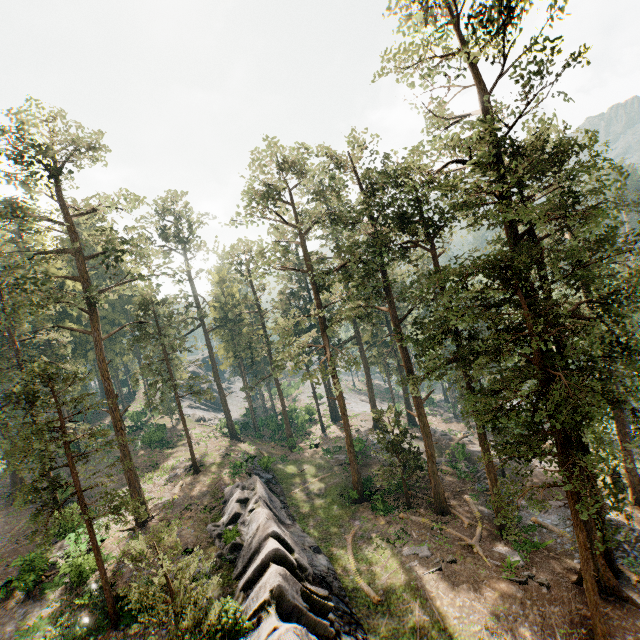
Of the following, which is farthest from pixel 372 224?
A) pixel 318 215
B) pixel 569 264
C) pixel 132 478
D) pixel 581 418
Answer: pixel 132 478

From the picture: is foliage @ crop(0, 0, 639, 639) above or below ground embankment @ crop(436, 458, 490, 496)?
above

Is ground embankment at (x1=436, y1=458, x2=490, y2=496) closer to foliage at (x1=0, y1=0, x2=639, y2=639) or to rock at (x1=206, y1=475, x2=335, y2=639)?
foliage at (x1=0, y1=0, x2=639, y2=639)

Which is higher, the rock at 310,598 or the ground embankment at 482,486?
the rock at 310,598

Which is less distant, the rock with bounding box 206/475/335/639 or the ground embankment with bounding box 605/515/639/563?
the rock with bounding box 206/475/335/639

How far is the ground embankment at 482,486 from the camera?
28.6 meters
